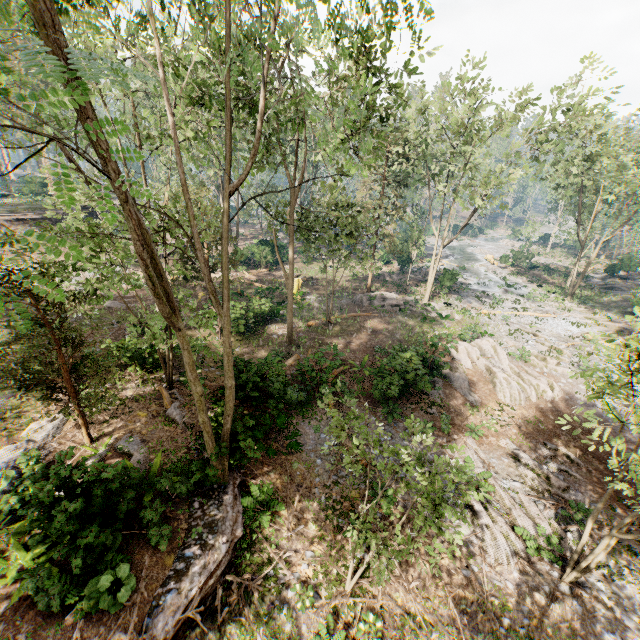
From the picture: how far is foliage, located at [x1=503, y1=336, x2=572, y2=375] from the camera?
21.5 meters

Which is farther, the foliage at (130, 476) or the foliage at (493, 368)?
the foliage at (493, 368)

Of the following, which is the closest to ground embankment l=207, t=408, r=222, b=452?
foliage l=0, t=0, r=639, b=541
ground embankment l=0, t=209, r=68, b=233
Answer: foliage l=0, t=0, r=639, b=541

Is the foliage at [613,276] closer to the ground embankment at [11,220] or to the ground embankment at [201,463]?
the ground embankment at [201,463]

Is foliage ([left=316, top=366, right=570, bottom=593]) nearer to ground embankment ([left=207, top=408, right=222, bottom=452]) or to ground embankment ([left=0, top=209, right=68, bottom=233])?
ground embankment ([left=207, top=408, right=222, bottom=452])

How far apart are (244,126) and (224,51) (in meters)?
5.20

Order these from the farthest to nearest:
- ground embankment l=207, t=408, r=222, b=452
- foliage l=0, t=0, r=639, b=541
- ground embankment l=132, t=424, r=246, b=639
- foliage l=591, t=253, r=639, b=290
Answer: foliage l=591, t=253, r=639, b=290, ground embankment l=207, t=408, r=222, b=452, ground embankment l=132, t=424, r=246, b=639, foliage l=0, t=0, r=639, b=541
